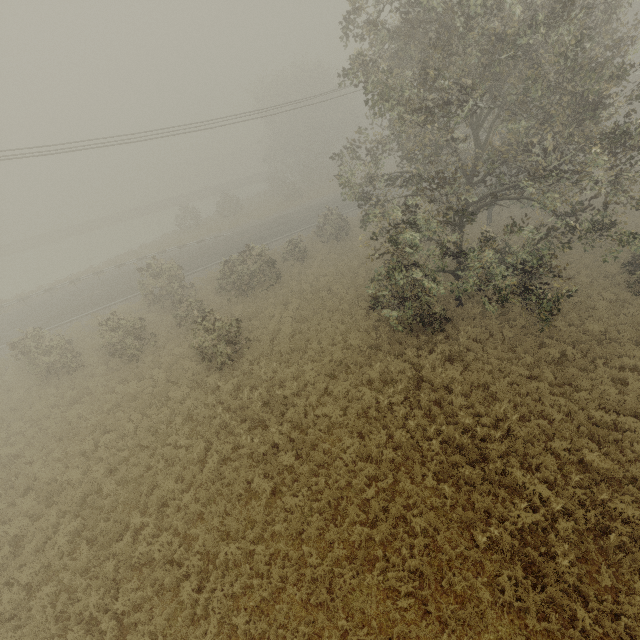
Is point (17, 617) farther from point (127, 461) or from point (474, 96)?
point (474, 96)
